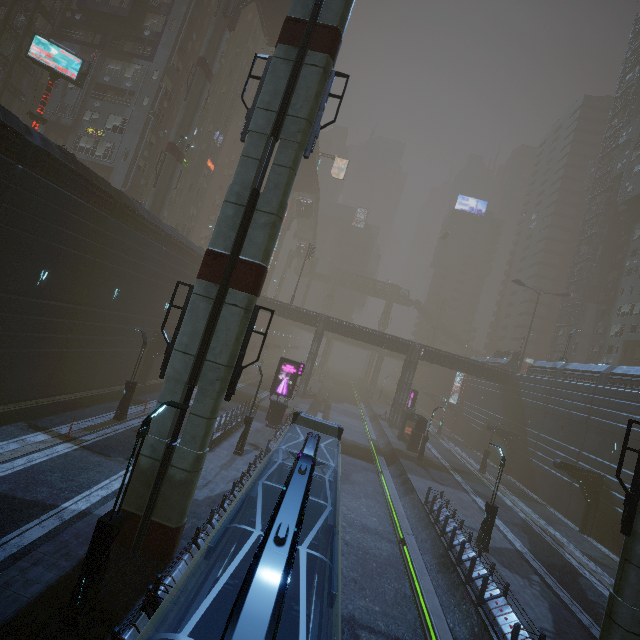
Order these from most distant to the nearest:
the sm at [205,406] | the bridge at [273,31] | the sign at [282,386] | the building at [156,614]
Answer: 1. the bridge at [273,31]
2. the sign at [282,386]
3. the sm at [205,406]
4. the building at [156,614]

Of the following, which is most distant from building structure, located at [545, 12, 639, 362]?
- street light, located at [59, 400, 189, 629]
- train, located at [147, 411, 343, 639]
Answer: street light, located at [59, 400, 189, 629]

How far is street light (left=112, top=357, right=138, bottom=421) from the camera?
19.58m

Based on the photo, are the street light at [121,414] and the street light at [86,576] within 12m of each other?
no

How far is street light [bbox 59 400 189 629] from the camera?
7.7 meters

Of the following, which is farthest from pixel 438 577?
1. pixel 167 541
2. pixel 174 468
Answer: pixel 174 468

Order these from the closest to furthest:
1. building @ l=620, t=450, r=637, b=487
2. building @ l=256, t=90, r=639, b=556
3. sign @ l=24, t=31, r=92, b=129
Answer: building @ l=620, t=450, r=637, b=487 → sign @ l=24, t=31, r=92, b=129 → building @ l=256, t=90, r=639, b=556

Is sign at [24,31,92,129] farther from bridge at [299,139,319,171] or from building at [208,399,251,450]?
bridge at [299,139,319,171]
